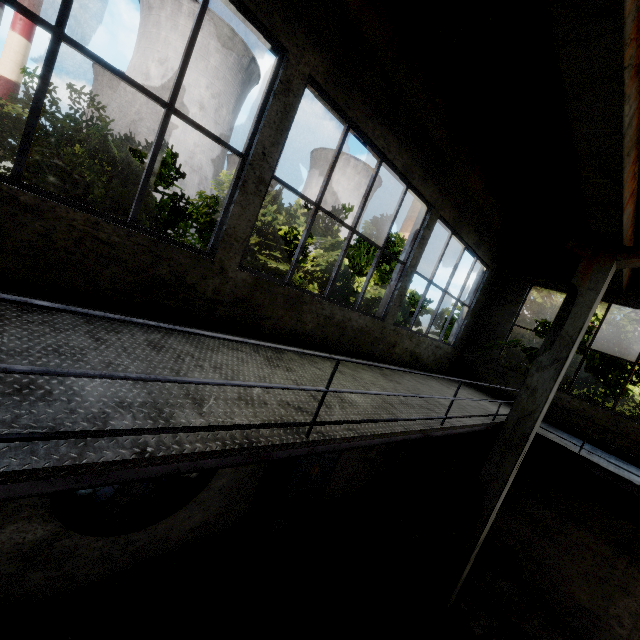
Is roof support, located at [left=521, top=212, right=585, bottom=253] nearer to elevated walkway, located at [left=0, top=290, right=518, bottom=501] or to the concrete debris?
elevated walkway, located at [left=0, top=290, right=518, bottom=501]

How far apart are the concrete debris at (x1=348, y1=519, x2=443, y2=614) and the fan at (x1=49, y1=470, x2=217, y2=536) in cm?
416

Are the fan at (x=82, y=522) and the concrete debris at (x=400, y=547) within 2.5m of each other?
no

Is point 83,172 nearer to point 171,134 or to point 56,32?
point 56,32

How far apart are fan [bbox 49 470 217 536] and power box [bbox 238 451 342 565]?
0.9m

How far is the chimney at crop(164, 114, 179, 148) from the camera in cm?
5928

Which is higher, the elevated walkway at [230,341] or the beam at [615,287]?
the beam at [615,287]

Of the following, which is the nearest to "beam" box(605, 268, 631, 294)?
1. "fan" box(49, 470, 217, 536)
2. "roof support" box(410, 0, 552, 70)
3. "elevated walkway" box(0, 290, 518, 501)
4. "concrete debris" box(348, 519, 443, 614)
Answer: "roof support" box(410, 0, 552, 70)
